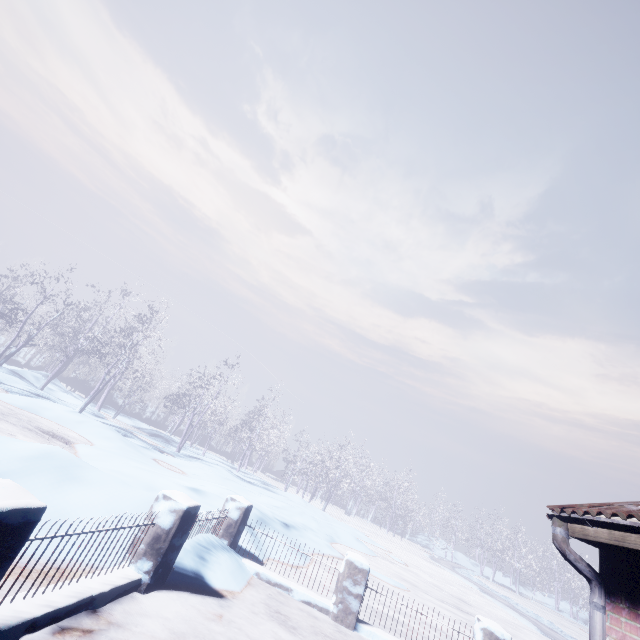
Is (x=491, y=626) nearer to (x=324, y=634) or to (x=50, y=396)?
(x=324, y=634)
